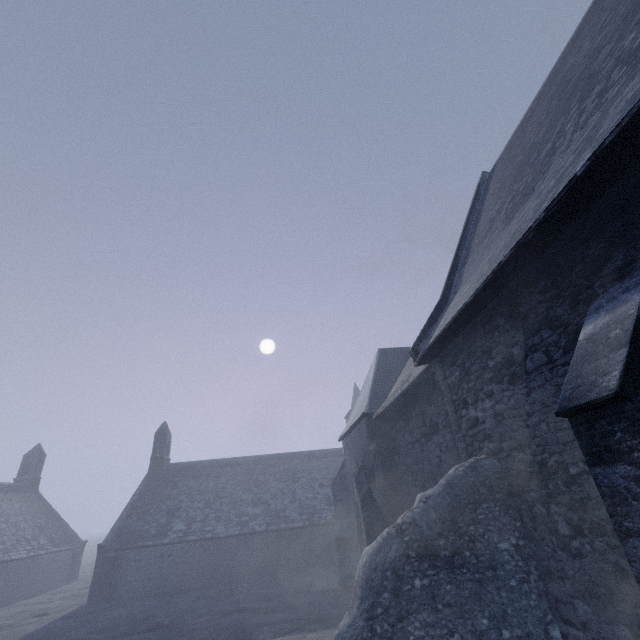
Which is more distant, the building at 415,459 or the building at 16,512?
the building at 16,512

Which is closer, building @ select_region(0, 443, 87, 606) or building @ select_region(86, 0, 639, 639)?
building @ select_region(86, 0, 639, 639)

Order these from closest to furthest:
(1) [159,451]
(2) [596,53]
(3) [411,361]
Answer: (2) [596,53] < (3) [411,361] < (1) [159,451]
